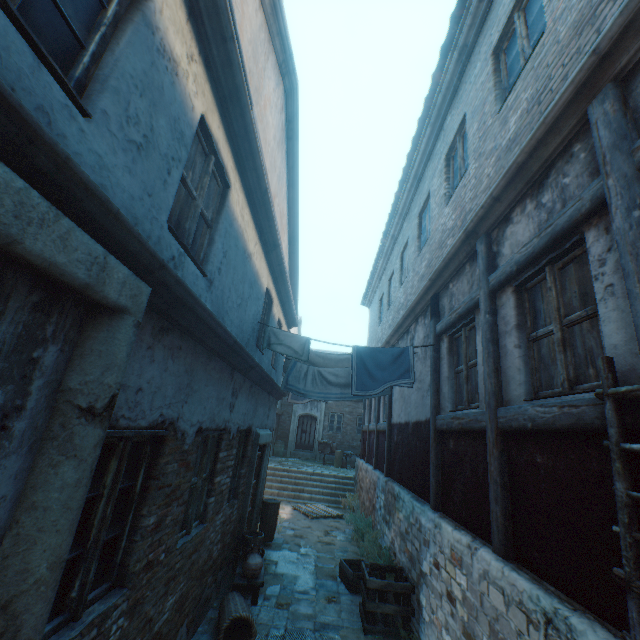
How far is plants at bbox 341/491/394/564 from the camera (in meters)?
6.91

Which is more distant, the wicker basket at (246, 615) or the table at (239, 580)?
the table at (239, 580)

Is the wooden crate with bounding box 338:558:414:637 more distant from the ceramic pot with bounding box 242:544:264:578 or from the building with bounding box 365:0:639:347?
the ceramic pot with bounding box 242:544:264:578

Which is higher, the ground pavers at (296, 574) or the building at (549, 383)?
the building at (549, 383)

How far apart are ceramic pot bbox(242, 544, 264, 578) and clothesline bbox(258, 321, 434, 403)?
2.82m

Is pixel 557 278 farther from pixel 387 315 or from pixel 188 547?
pixel 387 315

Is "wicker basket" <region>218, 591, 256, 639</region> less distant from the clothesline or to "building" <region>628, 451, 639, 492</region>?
"building" <region>628, 451, 639, 492</region>

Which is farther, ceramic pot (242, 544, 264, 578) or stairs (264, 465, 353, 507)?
stairs (264, 465, 353, 507)
